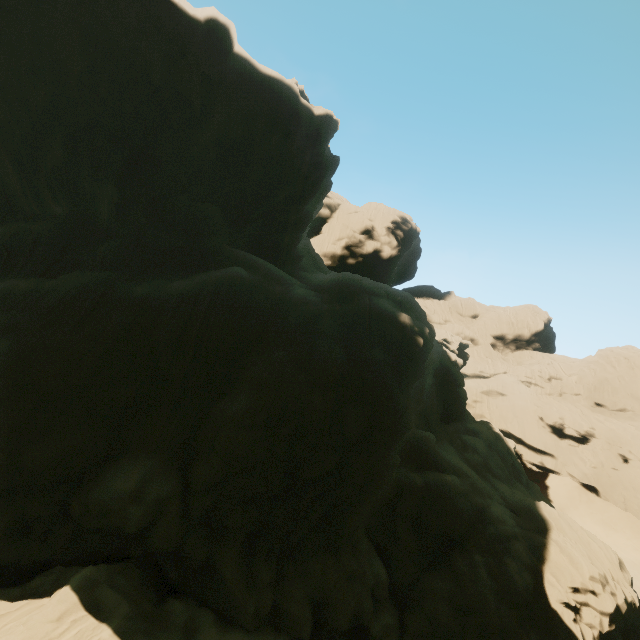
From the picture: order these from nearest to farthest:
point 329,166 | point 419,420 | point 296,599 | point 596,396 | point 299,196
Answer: point 296,599, point 299,196, point 419,420, point 329,166, point 596,396
